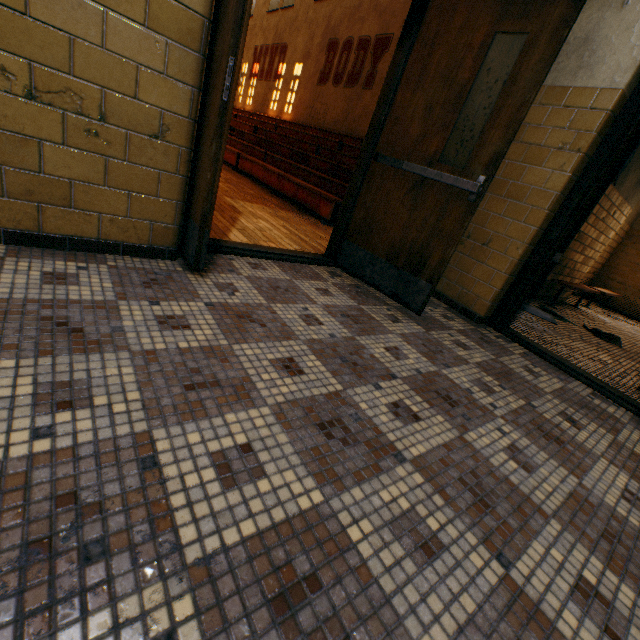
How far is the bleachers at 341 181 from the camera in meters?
5.7 m

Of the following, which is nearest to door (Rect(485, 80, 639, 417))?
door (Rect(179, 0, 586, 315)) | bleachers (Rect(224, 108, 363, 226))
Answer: door (Rect(179, 0, 586, 315))

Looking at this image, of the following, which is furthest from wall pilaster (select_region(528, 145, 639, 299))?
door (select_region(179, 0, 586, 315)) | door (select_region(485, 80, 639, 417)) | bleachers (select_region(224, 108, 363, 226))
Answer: door (select_region(179, 0, 586, 315))

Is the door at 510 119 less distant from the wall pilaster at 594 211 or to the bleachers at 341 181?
the bleachers at 341 181

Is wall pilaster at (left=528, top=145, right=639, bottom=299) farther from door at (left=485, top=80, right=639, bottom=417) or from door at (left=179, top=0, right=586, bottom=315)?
door at (left=179, top=0, right=586, bottom=315)

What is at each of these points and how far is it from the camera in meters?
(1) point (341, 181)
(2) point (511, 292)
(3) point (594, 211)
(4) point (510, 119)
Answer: (1) bleachers, 8.2 m
(2) door, 3.0 m
(3) wall pilaster, 5.1 m
(4) door, 2.1 m

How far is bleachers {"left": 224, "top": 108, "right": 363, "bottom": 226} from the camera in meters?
5.7 m
